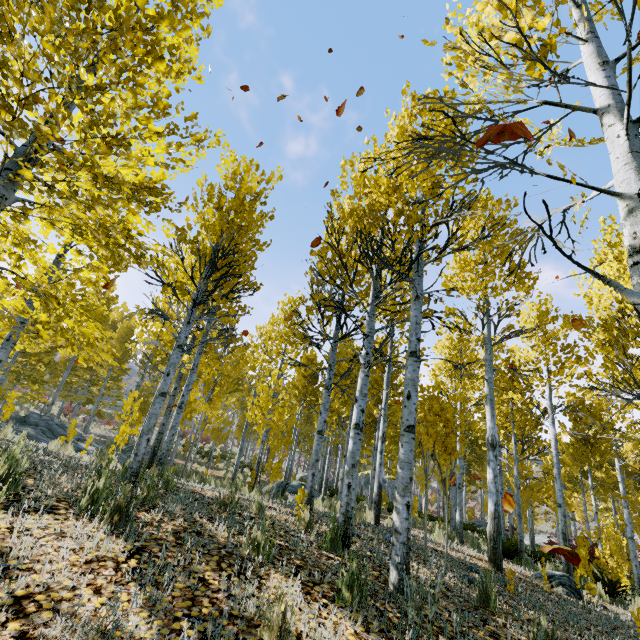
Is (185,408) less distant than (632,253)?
No

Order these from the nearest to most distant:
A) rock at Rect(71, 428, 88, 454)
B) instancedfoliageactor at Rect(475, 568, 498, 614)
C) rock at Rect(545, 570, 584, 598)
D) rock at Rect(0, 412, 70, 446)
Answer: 1. instancedfoliageactor at Rect(475, 568, 498, 614)
2. rock at Rect(545, 570, 584, 598)
3. rock at Rect(0, 412, 70, 446)
4. rock at Rect(71, 428, 88, 454)

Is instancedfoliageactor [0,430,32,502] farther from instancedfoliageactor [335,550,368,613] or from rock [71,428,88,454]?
instancedfoliageactor [335,550,368,613]

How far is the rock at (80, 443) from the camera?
12.5m

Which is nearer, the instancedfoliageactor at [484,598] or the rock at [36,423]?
the instancedfoliageactor at [484,598]

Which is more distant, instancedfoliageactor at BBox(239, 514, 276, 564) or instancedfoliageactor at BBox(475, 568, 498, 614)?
instancedfoliageactor at BBox(475, 568, 498, 614)

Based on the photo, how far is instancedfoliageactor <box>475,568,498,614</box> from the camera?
3.63m

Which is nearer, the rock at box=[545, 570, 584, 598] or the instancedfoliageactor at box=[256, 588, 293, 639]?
the instancedfoliageactor at box=[256, 588, 293, 639]
